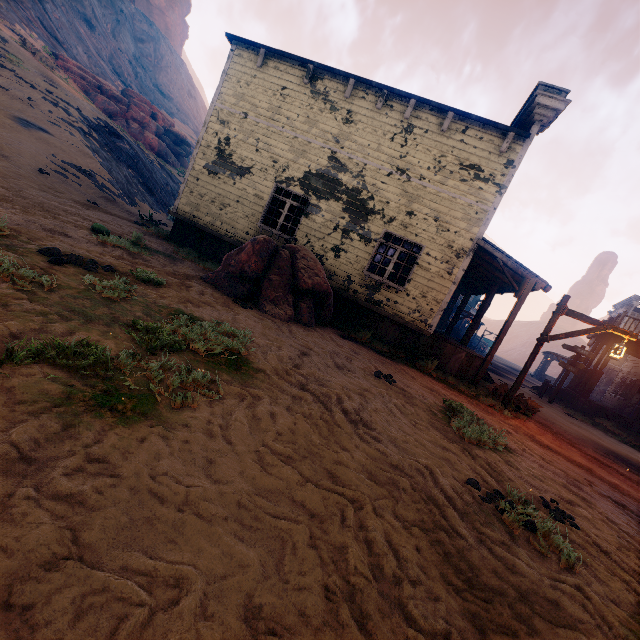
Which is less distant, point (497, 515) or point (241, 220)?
point (497, 515)

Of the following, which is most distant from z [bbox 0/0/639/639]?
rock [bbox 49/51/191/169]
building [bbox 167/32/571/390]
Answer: rock [bbox 49/51/191/169]

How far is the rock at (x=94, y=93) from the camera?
27.3m

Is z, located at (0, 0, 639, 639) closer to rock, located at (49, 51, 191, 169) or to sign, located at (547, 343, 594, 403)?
sign, located at (547, 343, 594, 403)

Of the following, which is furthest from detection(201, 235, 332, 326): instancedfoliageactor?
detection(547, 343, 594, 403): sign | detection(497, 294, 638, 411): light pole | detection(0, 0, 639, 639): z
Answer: detection(547, 343, 594, 403): sign

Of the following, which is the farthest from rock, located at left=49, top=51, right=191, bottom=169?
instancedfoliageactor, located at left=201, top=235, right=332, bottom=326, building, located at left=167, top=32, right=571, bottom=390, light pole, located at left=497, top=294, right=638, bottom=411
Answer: light pole, located at left=497, top=294, right=638, bottom=411

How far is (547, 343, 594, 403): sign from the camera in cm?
1619

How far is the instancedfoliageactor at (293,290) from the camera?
7.5m
